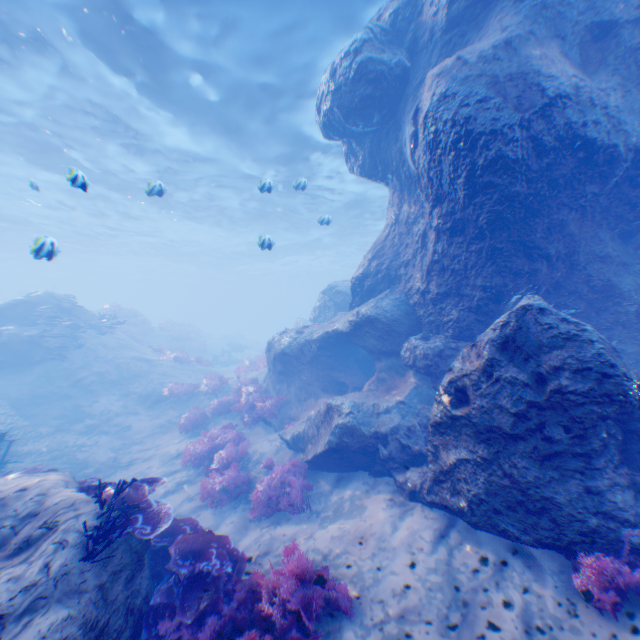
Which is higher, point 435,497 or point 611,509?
point 611,509

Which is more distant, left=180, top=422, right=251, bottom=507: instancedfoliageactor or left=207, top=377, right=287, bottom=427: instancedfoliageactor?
left=207, top=377, right=287, bottom=427: instancedfoliageactor

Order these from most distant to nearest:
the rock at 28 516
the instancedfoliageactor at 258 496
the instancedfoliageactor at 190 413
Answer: the instancedfoliageactor at 190 413
the instancedfoliageactor at 258 496
the rock at 28 516

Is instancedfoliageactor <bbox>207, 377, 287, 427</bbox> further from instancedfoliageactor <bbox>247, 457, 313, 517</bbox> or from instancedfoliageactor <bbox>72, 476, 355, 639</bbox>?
instancedfoliageactor <bbox>72, 476, 355, 639</bbox>

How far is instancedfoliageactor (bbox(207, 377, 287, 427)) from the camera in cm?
1203

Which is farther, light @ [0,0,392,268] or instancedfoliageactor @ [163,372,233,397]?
instancedfoliageactor @ [163,372,233,397]

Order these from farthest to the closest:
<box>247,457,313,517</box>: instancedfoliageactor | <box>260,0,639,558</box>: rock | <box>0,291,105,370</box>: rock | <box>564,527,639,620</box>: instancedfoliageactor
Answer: <box>0,291,105,370</box>: rock → <box>247,457,313,517</box>: instancedfoliageactor → <box>260,0,639,558</box>: rock → <box>564,527,639,620</box>: instancedfoliageactor

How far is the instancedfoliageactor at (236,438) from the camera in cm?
840
